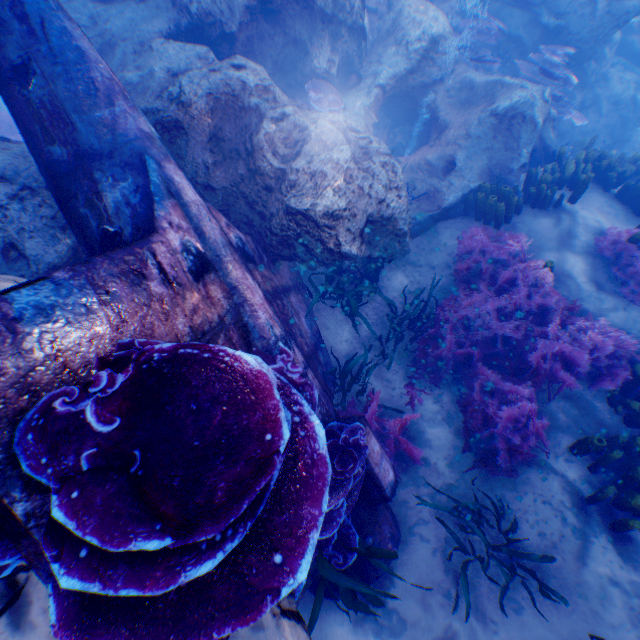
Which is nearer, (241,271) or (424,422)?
(241,271)

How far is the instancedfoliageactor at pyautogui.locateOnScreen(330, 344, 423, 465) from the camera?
4.8m

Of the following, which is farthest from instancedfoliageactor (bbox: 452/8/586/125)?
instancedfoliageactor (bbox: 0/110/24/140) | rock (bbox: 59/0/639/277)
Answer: instancedfoliageactor (bbox: 0/110/24/140)

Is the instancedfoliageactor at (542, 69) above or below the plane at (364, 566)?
above

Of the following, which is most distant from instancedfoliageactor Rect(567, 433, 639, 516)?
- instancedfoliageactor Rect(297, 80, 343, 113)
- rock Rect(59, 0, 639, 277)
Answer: instancedfoliageactor Rect(297, 80, 343, 113)

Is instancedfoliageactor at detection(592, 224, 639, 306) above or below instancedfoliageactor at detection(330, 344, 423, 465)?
above

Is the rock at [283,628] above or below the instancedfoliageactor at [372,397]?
above

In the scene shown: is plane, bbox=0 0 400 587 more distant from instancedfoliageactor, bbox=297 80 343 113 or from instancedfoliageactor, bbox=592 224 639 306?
instancedfoliageactor, bbox=297 80 343 113
